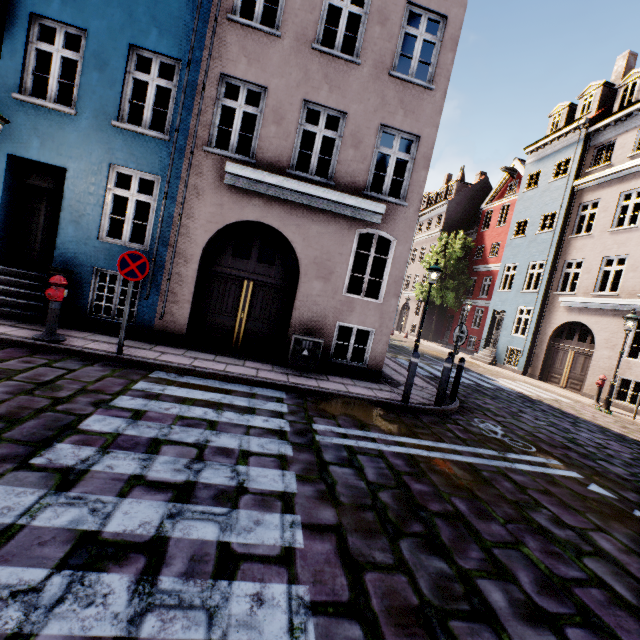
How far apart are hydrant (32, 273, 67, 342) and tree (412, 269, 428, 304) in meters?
26.2 m

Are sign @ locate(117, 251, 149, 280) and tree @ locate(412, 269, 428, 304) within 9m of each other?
no

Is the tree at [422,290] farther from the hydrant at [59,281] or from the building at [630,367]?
the hydrant at [59,281]

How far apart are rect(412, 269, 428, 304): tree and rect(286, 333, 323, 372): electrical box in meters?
22.2 m

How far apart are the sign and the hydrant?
1.1m

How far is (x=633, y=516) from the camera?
4.2m

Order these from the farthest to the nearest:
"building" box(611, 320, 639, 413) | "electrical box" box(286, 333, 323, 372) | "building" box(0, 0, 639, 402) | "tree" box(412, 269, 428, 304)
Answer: "tree" box(412, 269, 428, 304)
"building" box(611, 320, 639, 413)
"electrical box" box(286, 333, 323, 372)
"building" box(0, 0, 639, 402)

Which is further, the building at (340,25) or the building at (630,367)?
the building at (630,367)
